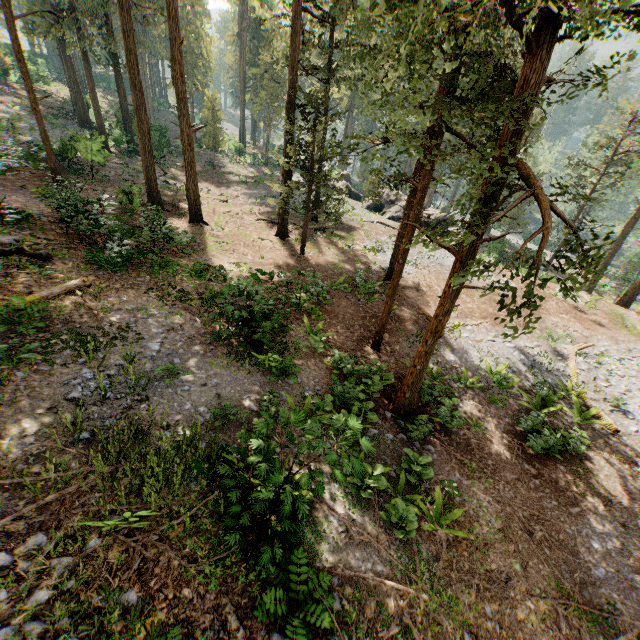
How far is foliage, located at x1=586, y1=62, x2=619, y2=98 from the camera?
7.5 meters

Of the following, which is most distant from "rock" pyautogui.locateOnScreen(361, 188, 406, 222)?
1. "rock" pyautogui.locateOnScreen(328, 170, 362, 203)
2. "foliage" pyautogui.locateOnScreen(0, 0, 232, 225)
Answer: "foliage" pyautogui.locateOnScreen(0, 0, 232, 225)

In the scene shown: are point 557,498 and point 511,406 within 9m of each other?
yes

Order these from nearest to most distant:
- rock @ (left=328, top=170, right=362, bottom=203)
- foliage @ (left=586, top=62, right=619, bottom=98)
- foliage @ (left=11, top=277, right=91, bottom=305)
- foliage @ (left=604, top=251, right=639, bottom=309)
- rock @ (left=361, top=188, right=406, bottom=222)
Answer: foliage @ (left=586, top=62, right=619, bottom=98)
foliage @ (left=11, top=277, right=91, bottom=305)
foliage @ (left=604, top=251, right=639, bottom=309)
rock @ (left=361, top=188, right=406, bottom=222)
rock @ (left=328, top=170, right=362, bottom=203)

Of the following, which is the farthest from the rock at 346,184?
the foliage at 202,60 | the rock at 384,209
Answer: the foliage at 202,60

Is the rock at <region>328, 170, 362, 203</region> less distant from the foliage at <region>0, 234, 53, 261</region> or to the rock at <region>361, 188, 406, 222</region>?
the rock at <region>361, 188, 406, 222</region>

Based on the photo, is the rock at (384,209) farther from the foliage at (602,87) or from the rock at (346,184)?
the foliage at (602,87)
